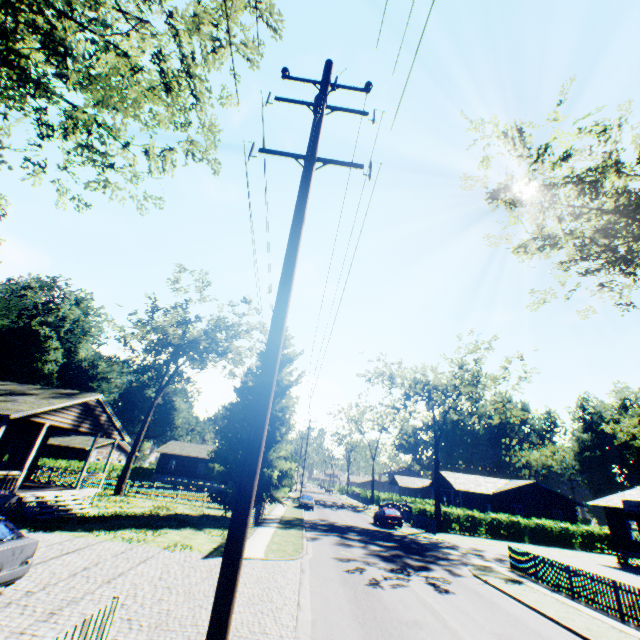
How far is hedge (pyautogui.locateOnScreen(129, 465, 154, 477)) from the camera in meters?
53.7

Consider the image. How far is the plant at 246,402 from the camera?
24.4m

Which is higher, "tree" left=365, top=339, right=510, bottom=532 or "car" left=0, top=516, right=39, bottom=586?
"tree" left=365, top=339, right=510, bottom=532

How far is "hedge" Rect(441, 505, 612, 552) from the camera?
35.4m

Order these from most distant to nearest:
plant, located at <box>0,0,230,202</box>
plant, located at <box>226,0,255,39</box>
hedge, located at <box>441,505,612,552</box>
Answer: hedge, located at <box>441,505,612,552</box> → plant, located at <box>226,0,255,39</box> → plant, located at <box>0,0,230,202</box>

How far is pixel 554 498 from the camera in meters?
42.2

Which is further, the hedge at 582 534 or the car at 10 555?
the hedge at 582 534
